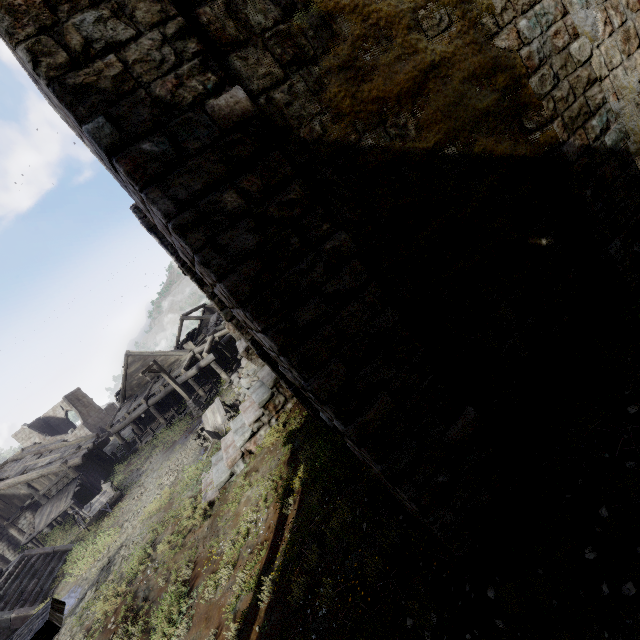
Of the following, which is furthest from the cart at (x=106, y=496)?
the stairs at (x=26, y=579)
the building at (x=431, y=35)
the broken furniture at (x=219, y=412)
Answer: the broken furniture at (x=219, y=412)

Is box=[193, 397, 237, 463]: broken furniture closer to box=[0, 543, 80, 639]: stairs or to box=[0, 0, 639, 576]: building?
box=[0, 0, 639, 576]: building

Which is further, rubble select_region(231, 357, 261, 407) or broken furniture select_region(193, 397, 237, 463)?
rubble select_region(231, 357, 261, 407)

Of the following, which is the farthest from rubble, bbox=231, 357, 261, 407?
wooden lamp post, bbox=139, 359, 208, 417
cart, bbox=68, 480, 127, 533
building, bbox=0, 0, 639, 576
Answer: cart, bbox=68, 480, 127, 533

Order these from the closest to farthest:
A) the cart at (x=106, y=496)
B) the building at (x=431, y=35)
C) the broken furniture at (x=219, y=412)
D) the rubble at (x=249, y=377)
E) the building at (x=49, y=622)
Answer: the building at (x=49, y=622) < the building at (x=431, y=35) < the broken furniture at (x=219, y=412) < the cart at (x=106, y=496) < the rubble at (x=249, y=377)

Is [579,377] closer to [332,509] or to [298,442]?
[332,509]

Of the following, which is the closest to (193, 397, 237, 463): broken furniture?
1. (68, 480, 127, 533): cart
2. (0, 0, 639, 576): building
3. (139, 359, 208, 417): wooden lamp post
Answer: (0, 0, 639, 576): building

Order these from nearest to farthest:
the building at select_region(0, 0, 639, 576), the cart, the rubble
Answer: the building at select_region(0, 0, 639, 576) < the cart < the rubble
